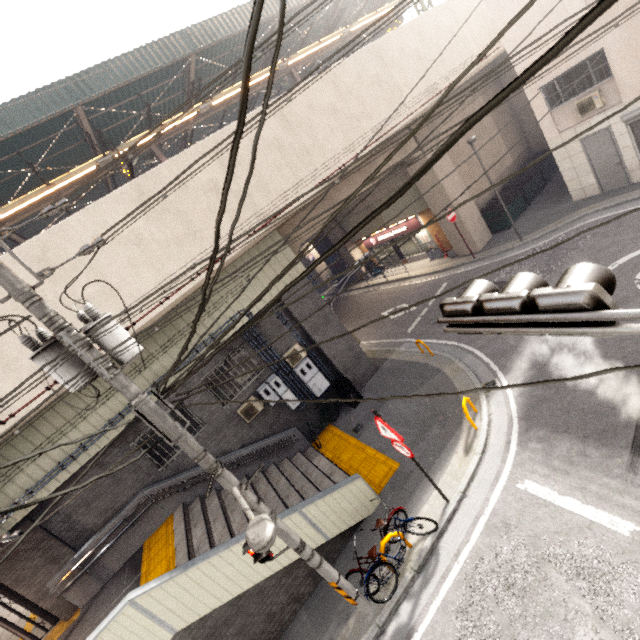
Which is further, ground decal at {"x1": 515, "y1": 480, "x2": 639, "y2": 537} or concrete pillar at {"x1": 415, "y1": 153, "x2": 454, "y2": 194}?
concrete pillar at {"x1": 415, "y1": 153, "x2": 454, "y2": 194}

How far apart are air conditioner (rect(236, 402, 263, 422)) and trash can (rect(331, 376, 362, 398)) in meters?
2.7

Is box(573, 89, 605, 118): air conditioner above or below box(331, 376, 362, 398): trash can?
above

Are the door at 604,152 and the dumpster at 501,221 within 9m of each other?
yes

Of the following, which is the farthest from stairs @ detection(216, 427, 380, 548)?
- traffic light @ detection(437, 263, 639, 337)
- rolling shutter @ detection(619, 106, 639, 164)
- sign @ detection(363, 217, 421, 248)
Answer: rolling shutter @ detection(619, 106, 639, 164)

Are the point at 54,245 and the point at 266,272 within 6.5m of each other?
yes

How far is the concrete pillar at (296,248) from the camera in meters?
12.1

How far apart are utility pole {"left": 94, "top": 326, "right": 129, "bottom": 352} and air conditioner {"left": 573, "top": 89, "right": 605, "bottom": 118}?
16.4m
